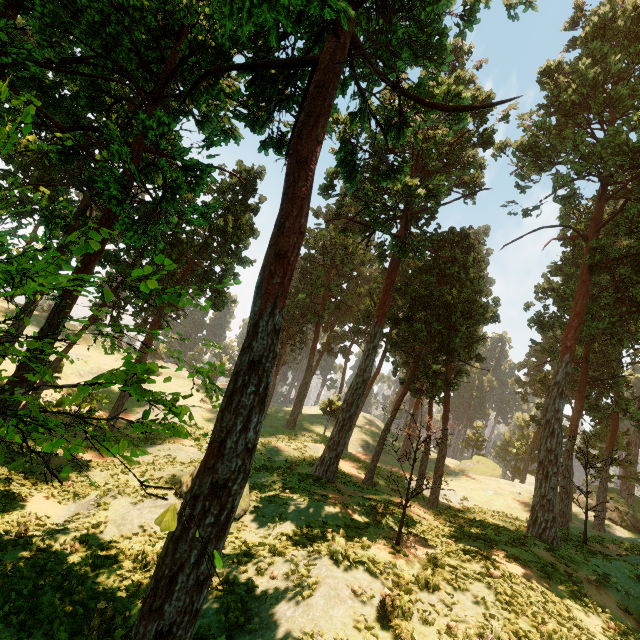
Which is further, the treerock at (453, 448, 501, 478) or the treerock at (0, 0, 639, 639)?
the treerock at (453, 448, 501, 478)

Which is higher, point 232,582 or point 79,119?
point 79,119

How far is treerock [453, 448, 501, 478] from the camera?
48.5 meters

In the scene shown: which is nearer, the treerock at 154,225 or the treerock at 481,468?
the treerock at 154,225

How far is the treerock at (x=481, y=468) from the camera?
48.5m
